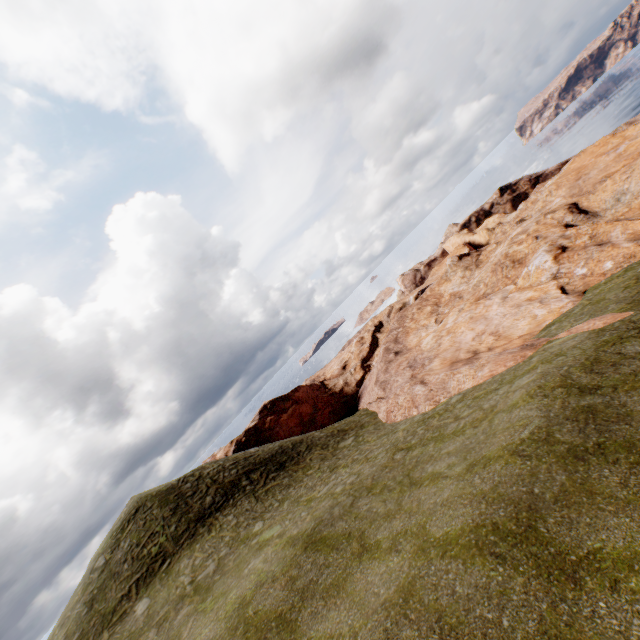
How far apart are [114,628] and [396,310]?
48.42m
